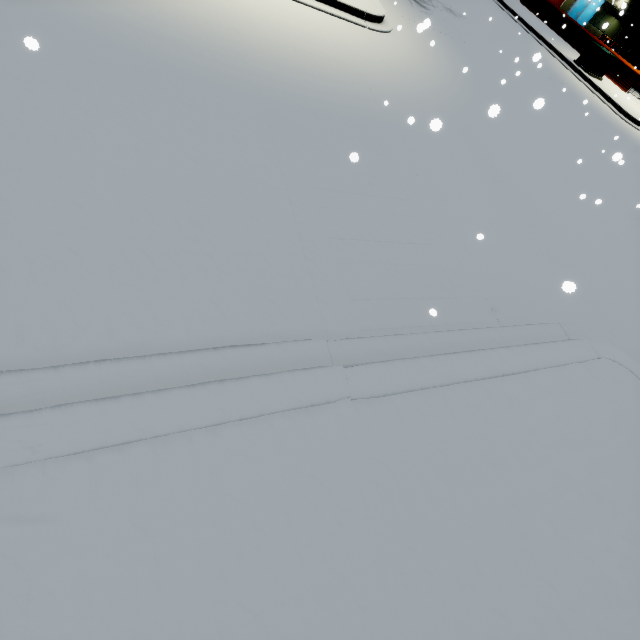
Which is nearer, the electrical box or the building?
the electrical box

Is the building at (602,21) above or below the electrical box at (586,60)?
above

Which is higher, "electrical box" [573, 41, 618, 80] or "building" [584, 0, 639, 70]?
"building" [584, 0, 639, 70]

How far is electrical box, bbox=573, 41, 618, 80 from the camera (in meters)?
18.28

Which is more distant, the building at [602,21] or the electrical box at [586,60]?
the building at [602,21]

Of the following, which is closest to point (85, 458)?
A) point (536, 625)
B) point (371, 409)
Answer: point (371, 409)
